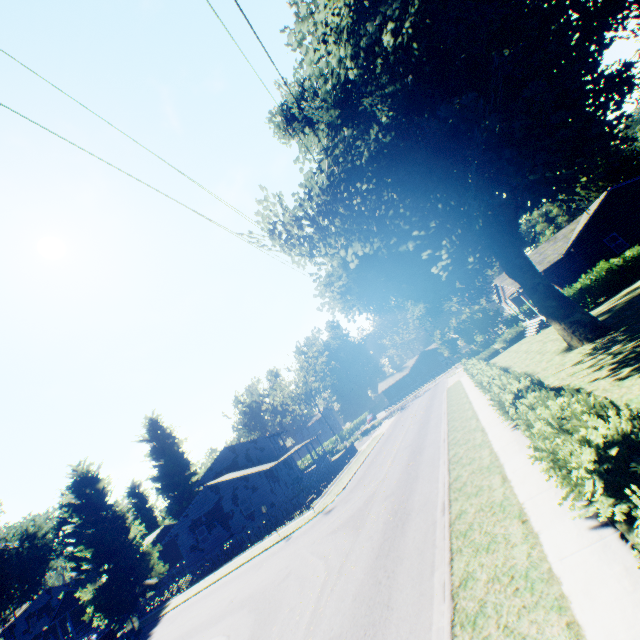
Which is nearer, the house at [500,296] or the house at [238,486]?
the house at [500,296]

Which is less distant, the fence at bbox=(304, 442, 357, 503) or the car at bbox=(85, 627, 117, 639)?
the car at bbox=(85, 627, 117, 639)

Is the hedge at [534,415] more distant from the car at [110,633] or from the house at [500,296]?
the car at [110,633]

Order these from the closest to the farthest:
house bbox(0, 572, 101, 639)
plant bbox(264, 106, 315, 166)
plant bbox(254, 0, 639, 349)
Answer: plant bbox(254, 0, 639, 349) < plant bbox(264, 106, 315, 166) < house bbox(0, 572, 101, 639)

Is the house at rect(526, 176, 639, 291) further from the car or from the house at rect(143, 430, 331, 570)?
the car

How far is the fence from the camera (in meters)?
26.03

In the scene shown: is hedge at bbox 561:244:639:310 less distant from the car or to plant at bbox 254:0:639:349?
plant at bbox 254:0:639:349

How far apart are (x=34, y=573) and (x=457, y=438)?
68.6m
